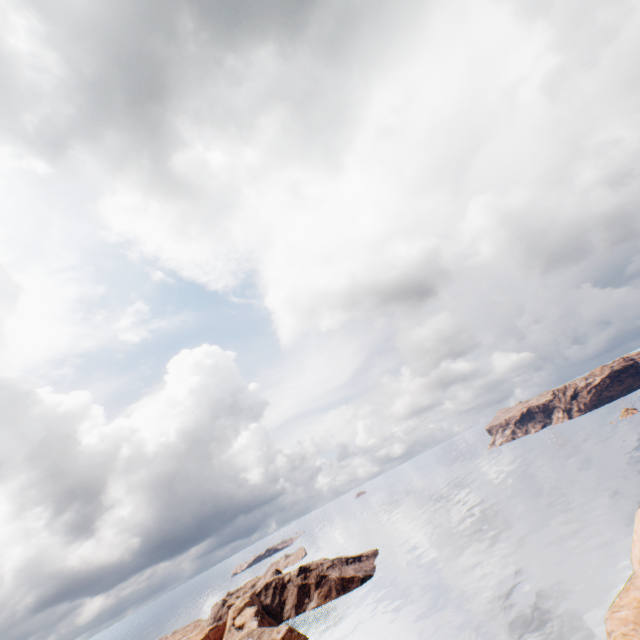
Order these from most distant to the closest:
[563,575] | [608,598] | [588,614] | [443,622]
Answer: [443,622], [563,575], [608,598], [588,614]
